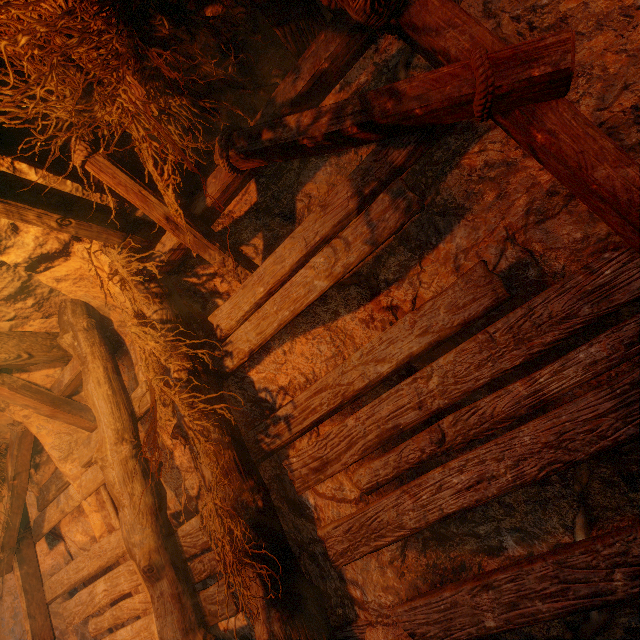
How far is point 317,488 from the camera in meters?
2.2
